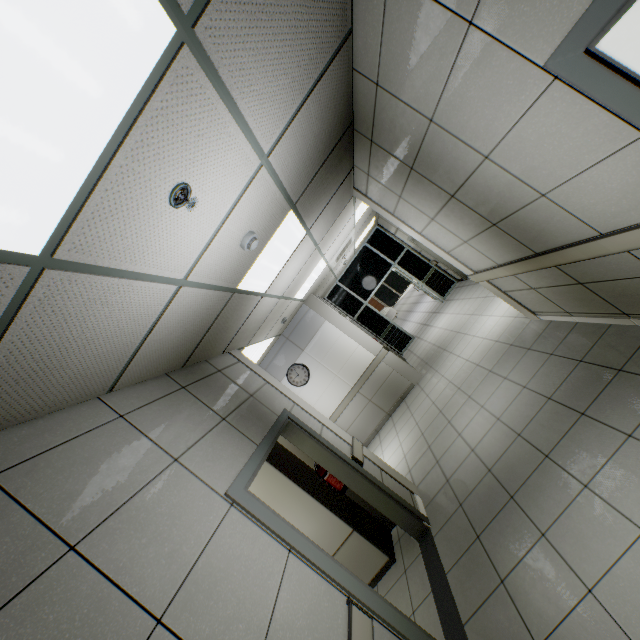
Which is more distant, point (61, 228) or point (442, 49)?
point (442, 49)

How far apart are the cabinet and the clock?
3.26m

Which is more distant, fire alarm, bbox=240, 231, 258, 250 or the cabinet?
the cabinet

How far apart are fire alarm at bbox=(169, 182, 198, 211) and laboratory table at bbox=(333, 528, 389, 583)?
4.01m

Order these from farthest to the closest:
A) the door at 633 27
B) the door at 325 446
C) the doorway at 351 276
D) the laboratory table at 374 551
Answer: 1. the doorway at 351 276
2. the laboratory table at 374 551
3. the door at 325 446
4. the door at 633 27

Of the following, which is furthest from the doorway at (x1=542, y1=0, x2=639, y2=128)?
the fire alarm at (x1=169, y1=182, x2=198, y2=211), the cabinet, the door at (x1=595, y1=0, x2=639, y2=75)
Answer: the cabinet

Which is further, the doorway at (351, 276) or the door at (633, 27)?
the doorway at (351, 276)

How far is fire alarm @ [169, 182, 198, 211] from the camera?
1.58m
